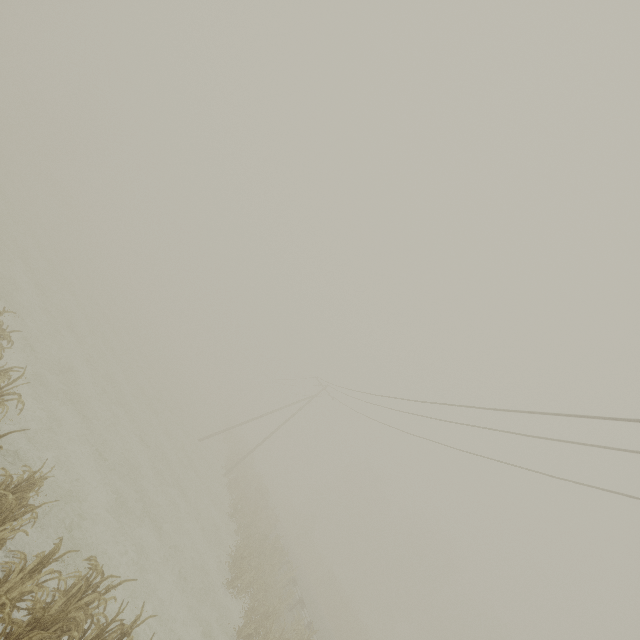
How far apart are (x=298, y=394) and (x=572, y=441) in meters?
36.3

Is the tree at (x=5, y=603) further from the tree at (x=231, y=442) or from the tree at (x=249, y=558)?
the tree at (x=231, y=442)

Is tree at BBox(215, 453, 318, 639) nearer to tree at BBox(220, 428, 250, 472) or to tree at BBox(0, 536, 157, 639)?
tree at BBox(220, 428, 250, 472)

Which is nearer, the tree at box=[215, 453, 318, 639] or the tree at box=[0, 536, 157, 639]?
the tree at box=[0, 536, 157, 639]

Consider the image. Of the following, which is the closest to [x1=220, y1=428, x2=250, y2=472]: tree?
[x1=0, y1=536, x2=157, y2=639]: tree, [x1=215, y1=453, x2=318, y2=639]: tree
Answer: [x1=215, y1=453, x2=318, y2=639]: tree

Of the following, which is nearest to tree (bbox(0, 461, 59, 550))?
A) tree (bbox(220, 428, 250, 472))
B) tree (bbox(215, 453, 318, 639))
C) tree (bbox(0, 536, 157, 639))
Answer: tree (bbox(0, 536, 157, 639))
